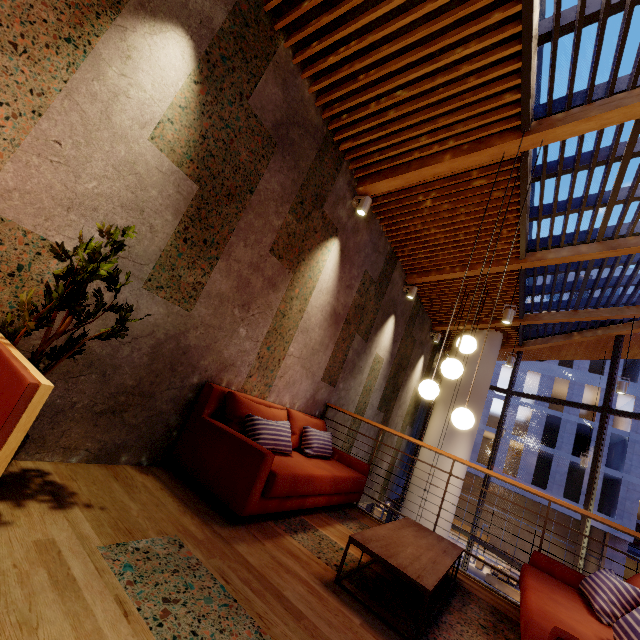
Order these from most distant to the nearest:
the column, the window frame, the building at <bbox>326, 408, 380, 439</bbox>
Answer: the column < the window frame < the building at <bbox>326, 408, 380, 439</bbox>

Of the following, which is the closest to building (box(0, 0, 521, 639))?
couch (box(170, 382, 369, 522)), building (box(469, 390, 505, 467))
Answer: couch (box(170, 382, 369, 522))

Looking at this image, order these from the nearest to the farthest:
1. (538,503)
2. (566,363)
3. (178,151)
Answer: (178,151)
(538,503)
(566,363)

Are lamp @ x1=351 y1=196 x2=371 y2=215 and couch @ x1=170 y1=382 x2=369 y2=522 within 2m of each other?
no

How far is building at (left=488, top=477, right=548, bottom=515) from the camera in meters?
24.9 m

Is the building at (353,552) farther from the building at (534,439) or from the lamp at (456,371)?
the building at (534,439)

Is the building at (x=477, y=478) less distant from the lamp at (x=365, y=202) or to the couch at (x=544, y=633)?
the couch at (x=544, y=633)
